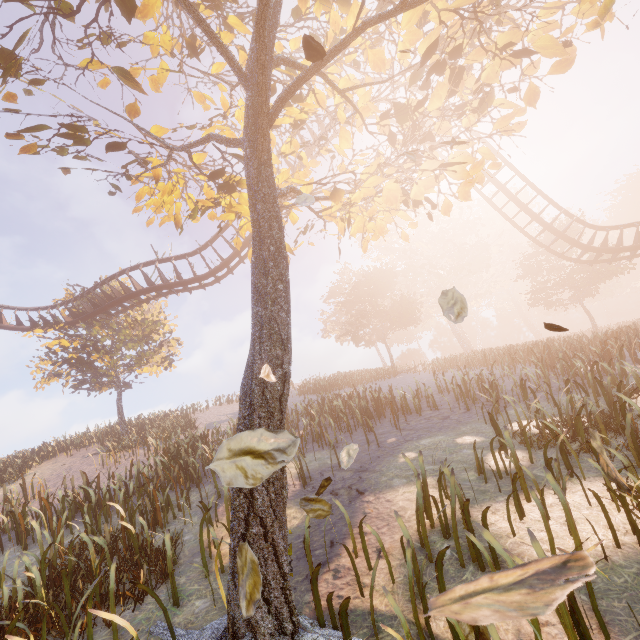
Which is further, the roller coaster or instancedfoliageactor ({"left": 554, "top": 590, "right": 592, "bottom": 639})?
the roller coaster

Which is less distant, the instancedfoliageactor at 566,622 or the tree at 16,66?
the instancedfoliageactor at 566,622

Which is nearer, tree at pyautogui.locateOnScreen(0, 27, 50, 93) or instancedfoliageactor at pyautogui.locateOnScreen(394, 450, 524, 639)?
instancedfoliageactor at pyautogui.locateOnScreen(394, 450, 524, 639)

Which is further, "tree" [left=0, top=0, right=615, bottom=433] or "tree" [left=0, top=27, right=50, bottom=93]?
"tree" [left=0, top=27, right=50, bottom=93]

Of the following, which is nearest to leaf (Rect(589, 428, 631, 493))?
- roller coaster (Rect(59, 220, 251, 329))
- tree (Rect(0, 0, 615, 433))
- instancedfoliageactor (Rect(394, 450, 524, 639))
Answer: tree (Rect(0, 0, 615, 433))

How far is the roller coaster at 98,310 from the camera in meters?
16.8 m

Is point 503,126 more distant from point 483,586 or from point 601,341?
point 601,341

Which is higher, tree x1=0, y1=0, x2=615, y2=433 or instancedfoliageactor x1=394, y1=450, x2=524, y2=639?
tree x1=0, y1=0, x2=615, y2=433
